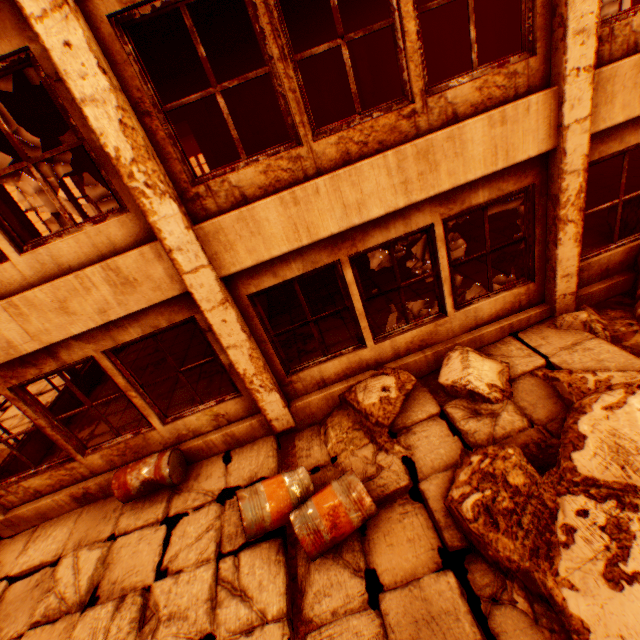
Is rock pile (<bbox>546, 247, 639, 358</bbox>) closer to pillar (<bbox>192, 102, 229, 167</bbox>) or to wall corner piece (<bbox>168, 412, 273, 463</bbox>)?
wall corner piece (<bbox>168, 412, 273, 463</bbox>)

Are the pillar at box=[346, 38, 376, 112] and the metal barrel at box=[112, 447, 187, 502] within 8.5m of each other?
no

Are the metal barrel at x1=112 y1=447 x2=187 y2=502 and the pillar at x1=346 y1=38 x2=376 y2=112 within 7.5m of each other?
no

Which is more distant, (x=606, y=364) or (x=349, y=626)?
(x=606, y=364)

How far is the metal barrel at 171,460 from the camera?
4.76m

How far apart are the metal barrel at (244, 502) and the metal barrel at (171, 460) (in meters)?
1.31

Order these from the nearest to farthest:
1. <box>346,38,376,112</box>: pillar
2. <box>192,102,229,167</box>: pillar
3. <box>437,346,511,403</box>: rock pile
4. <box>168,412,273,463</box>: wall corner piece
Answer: <box>437,346,511,403</box>: rock pile < <box>168,412,273,463</box>: wall corner piece < <box>346,38,376,112</box>: pillar < <box>192,102,229,167</box>: pillar

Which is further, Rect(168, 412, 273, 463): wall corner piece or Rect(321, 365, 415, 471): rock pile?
Rect(168, 412, 273, 463): wall corner piece
